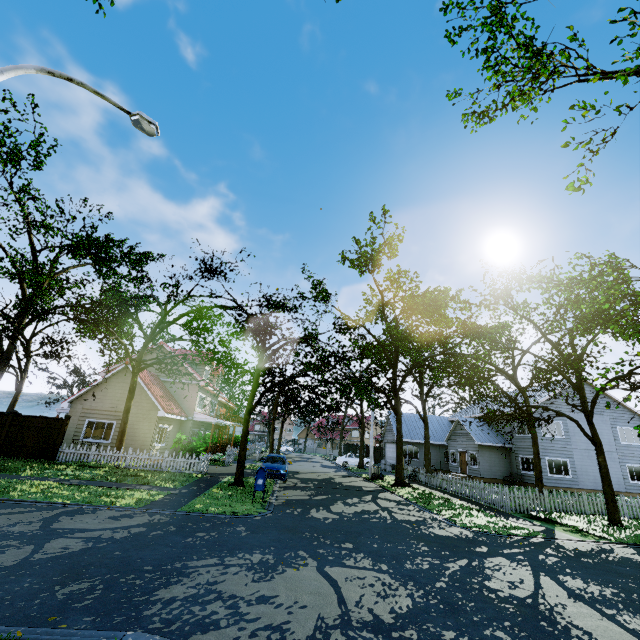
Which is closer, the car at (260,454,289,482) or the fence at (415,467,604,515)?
the fence at (415,467,604,515)

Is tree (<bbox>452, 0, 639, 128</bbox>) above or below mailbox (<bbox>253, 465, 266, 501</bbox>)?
above

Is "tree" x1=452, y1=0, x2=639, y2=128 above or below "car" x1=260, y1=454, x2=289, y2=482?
above

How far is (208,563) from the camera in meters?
6.5 m

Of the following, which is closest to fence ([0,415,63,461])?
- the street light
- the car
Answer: the street light

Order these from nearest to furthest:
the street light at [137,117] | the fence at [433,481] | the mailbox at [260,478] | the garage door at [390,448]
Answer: the street light at [137,117], the mailbox at [260,478], the fence at [433,481], the garage door at [390,448]

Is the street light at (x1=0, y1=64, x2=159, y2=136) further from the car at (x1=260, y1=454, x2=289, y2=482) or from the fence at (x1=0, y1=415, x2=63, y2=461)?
the car at (x1=260, y1=454, x2=289, y2=482)

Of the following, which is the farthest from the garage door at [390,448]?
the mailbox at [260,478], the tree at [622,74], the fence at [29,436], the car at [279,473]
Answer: the mailbox at [260,478]
